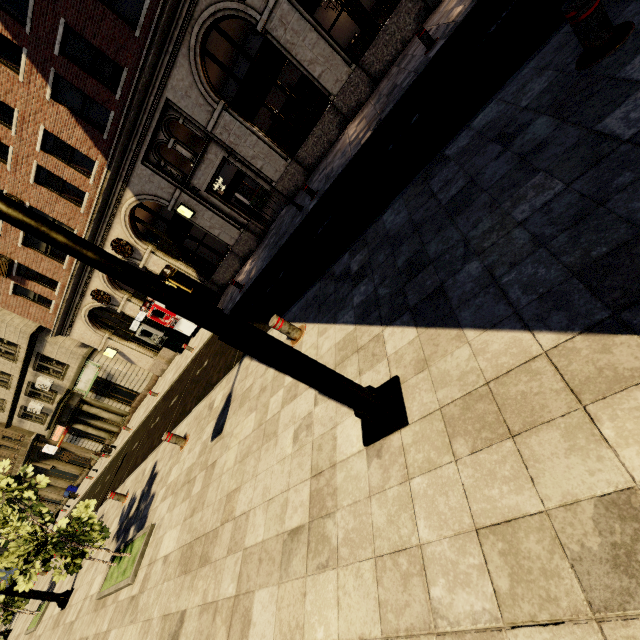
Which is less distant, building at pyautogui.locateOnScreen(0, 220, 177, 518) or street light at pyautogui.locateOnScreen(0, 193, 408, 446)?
street light at pyautogui.locateOnScreen(0, 193, 408, 446)

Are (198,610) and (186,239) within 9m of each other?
no

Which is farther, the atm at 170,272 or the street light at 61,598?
the atm at 170,272

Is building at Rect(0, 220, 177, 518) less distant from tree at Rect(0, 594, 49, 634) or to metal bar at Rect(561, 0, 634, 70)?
metal bar at Rect(561, 0, 634, 70)

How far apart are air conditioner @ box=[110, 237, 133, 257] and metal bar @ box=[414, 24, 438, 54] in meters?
14.7

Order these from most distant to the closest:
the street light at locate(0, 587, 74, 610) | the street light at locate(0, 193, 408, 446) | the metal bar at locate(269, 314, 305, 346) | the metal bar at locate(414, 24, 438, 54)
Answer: the street light at locate(0, 587, 74, 610) → the metal bar at locate(414, 24, 438, 54) → the metal bar at locate(269, 314, 305, 346) → the street light at locate(0, 193, 408, 446)

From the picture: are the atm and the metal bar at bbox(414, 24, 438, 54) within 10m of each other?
no

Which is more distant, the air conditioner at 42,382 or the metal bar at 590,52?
the air conditioner at 42,382
